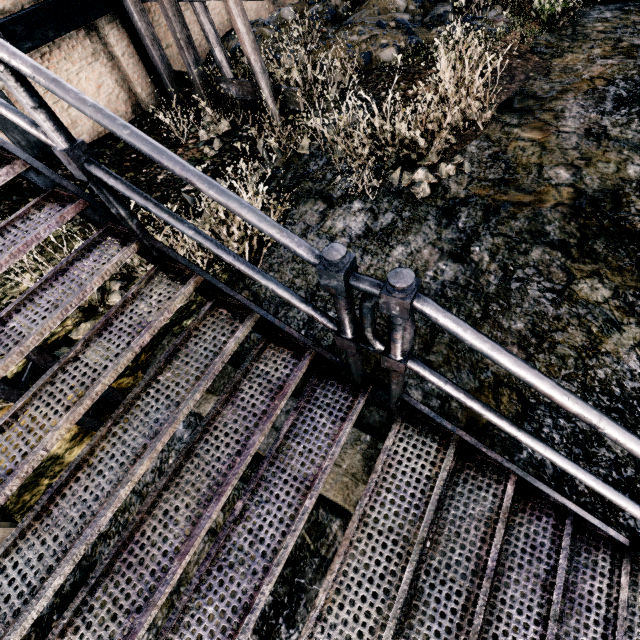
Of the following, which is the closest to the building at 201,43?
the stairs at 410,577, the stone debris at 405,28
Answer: the stone debris at 405,28

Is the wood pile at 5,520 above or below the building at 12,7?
below

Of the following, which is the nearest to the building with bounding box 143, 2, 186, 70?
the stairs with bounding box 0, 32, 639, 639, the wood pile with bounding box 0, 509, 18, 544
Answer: the stairs with bounding box 0, 32, 639, 639

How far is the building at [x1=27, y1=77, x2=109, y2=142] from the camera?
10.2m

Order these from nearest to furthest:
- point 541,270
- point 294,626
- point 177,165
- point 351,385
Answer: point 177,165, point 351,385, point 294,626, point 541,270

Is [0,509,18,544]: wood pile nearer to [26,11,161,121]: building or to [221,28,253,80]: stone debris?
[26,11,161,121]: building

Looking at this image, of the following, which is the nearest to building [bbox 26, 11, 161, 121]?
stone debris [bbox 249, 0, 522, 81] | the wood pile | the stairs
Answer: stone debris [bbox 249, 0, 522, 81]

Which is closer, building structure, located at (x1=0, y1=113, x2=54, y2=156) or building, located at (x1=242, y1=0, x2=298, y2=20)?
building structure, located at (x1=0, y1=113, x2=54, y2=156)
